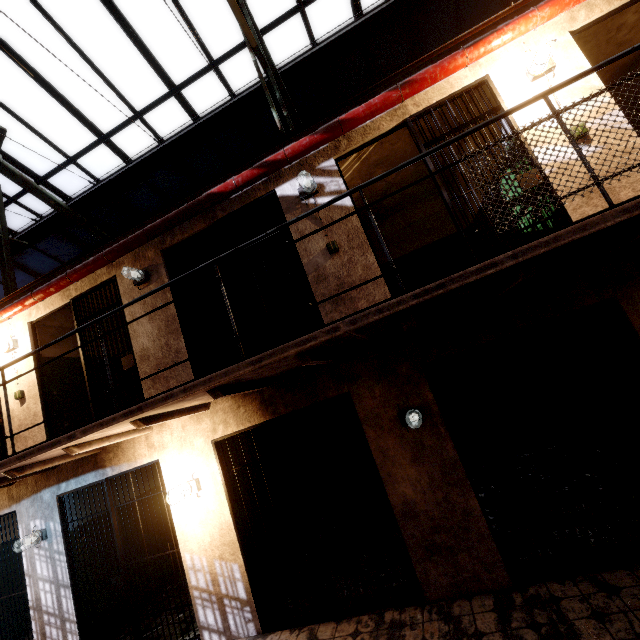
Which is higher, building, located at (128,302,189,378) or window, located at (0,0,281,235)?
window, located at (0,0,281,235)

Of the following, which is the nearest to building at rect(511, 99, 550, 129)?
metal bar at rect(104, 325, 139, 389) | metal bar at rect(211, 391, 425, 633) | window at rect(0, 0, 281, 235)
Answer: metal bar at rect(104, 325, 139, 389)

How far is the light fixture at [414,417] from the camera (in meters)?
3.54

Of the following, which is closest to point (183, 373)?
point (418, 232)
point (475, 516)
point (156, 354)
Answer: point (156, 354)

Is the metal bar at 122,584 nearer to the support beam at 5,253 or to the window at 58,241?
the support beam at 5,253

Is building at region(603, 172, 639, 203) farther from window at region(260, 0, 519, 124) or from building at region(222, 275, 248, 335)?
window at region(260, 0, 519, 124)

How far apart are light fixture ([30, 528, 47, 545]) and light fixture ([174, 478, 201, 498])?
2.69m

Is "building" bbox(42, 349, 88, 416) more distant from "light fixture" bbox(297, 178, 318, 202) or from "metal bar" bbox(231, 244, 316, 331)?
"light fixture" bbox(297, 178, 318, 202)
